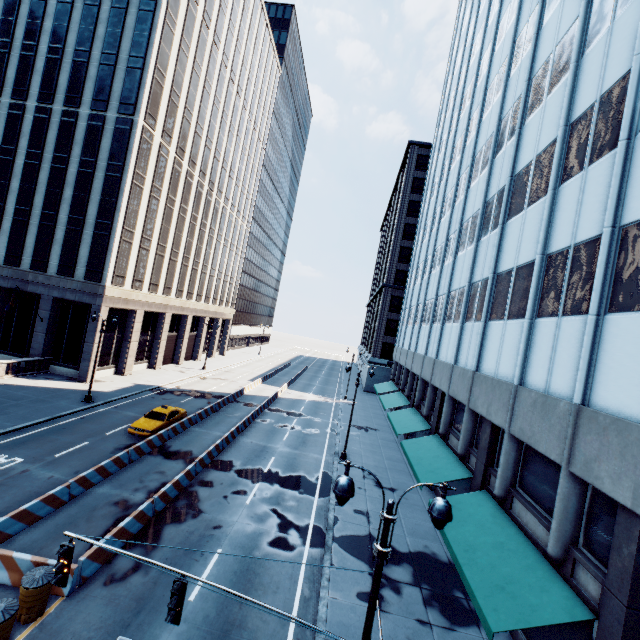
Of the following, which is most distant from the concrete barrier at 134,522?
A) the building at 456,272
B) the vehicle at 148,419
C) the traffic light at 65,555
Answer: the building at 456,272

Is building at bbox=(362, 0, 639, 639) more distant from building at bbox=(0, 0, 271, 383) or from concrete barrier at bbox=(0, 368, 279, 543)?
building at bbox=(0, 0, 271, 383)

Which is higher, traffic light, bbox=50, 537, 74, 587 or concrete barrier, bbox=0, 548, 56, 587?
traffic light, bbox=50, 537, 74, 587

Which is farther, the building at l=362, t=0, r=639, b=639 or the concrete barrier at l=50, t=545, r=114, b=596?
the concrete barrier at l=50, t=545, r=114, b=596

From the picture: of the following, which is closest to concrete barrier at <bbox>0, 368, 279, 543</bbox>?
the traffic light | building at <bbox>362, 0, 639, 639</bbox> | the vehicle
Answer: the vehicle

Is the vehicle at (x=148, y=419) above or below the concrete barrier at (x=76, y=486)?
above

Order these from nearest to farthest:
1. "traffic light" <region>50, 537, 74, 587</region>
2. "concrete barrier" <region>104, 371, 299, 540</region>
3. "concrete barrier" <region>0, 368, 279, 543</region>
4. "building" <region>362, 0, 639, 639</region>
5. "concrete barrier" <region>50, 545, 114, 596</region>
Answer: "traffic light" <region>50, 537, 74, 587</region> → "building" <region>362, 0, 639, 639</region> → "concrete barrier" <region>50, 545, 114, 596</region> → "concrete barrier" <region>0, 368, 279, 543</region> → "concrete barrier" <region>104, 371, 299, 540</region>

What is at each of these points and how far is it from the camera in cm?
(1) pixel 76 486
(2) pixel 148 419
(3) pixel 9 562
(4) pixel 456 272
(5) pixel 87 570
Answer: (1) concrete barrier, 1508
(2) vehicle, 2341
(3) concrete barrier, 1039
(4) building, 2486
(5) concrete barrier, 1100
